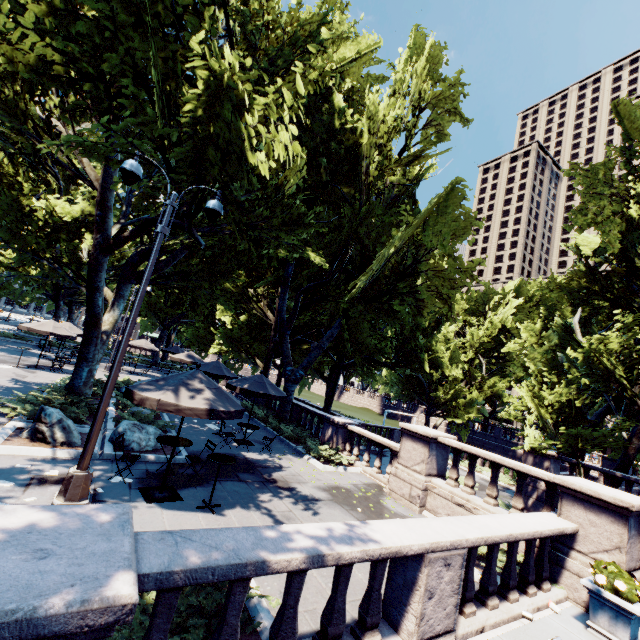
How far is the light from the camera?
6.97m

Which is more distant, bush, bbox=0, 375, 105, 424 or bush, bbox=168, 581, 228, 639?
bush, bbox=0, 375, 105, 424

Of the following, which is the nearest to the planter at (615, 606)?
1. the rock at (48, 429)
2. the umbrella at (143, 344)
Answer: the rock at (48, 429)

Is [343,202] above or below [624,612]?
above

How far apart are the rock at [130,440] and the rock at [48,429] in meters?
0.7 m

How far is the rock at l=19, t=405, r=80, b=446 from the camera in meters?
8.8

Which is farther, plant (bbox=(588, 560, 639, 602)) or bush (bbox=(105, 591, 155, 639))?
plant (bbox=(588, 560, 639, 602))

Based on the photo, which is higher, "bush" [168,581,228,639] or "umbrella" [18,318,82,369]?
"umbrella" [18,318,82,369]
